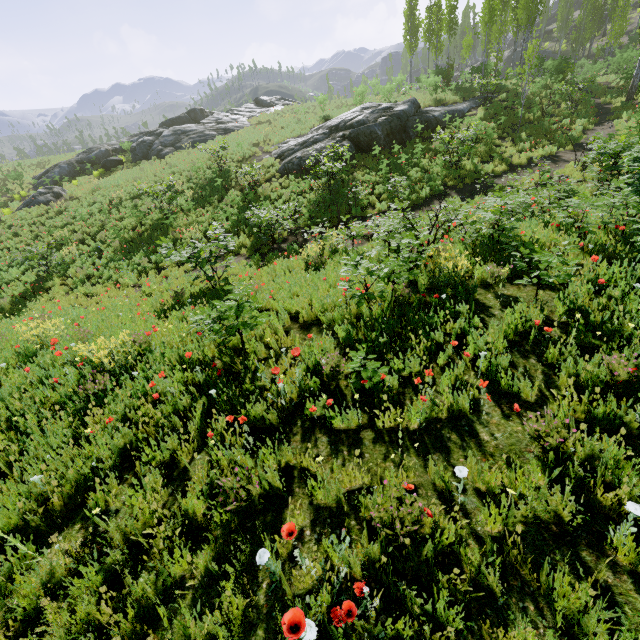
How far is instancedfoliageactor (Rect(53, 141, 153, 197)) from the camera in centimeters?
2341cm

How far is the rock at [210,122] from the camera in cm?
2683

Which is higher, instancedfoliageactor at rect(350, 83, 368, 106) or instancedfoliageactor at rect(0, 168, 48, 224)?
instancedfoliageactor at rect(350, 83, 368, 106)

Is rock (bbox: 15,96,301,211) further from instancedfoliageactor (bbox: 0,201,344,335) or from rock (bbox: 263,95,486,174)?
instancedfoliageactor (bbox: 0,201,344,335)

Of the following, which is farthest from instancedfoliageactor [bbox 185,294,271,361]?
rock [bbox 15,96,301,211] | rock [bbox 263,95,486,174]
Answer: rock [bbox 15,96,301,211]

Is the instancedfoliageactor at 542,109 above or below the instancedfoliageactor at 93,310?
above

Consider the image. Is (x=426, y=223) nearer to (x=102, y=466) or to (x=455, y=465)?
(x=455, y=465)

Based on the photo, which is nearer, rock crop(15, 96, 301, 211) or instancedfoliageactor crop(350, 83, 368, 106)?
instancedfoliageactor crop(350, 83, 368, 106)
